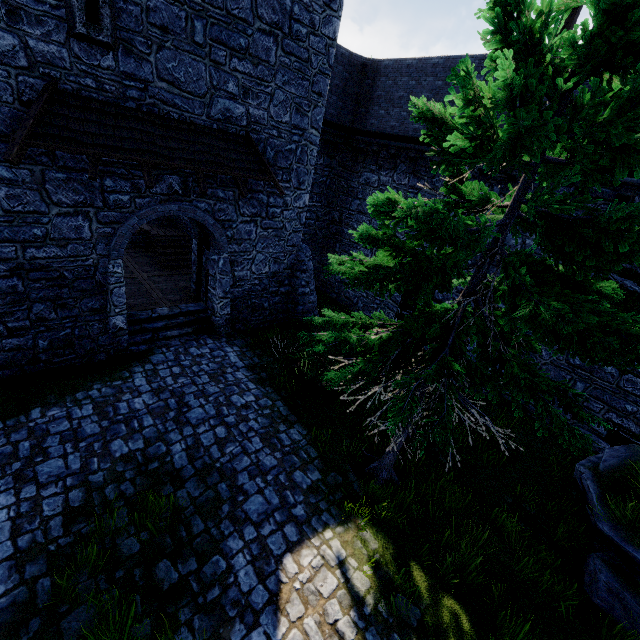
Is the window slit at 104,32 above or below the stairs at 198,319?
above

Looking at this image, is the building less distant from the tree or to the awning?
the awning

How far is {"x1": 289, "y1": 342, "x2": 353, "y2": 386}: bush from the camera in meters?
9.3

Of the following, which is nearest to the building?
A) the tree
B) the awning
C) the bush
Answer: the awning

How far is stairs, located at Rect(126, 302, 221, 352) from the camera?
10.09m

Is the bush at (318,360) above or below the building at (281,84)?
below

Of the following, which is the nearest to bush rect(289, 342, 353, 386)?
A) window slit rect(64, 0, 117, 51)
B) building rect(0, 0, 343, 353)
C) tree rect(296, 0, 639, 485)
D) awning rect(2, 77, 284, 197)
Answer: tree rect(296, 0, 639, 485)

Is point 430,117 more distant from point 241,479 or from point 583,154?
point 241,479
